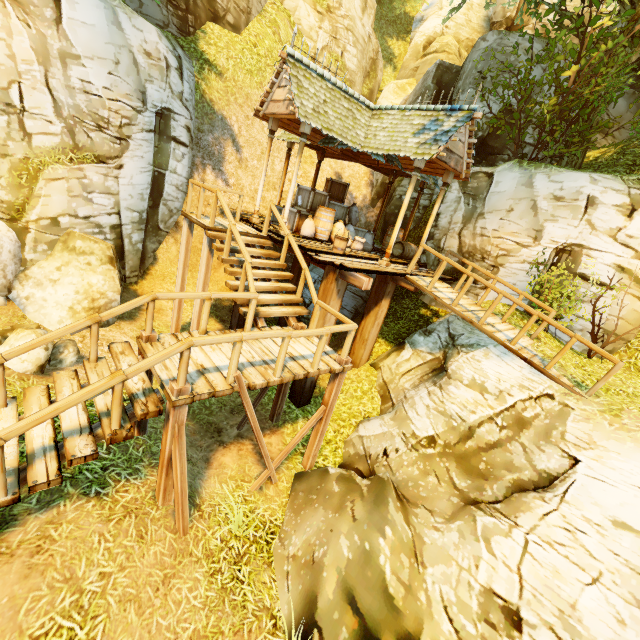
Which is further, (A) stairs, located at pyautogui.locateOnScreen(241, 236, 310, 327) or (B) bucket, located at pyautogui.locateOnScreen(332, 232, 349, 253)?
(B) bucket, located at pyautogui.locateOnScreen(332, 232, 349, 253)

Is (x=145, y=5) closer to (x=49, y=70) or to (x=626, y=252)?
(x=49, y=70)

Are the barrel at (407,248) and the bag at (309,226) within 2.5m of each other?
no

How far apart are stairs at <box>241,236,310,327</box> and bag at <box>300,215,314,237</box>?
2.64m

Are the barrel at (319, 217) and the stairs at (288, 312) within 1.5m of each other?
no

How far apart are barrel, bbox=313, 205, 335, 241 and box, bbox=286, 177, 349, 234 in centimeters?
10cm

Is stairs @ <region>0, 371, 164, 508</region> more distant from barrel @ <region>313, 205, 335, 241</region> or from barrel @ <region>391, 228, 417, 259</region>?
barrel @ <region>391, 228, 417, 259</region>

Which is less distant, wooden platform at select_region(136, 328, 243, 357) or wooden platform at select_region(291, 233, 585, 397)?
wooden platform at select_region(136, 328, 243, 357)
